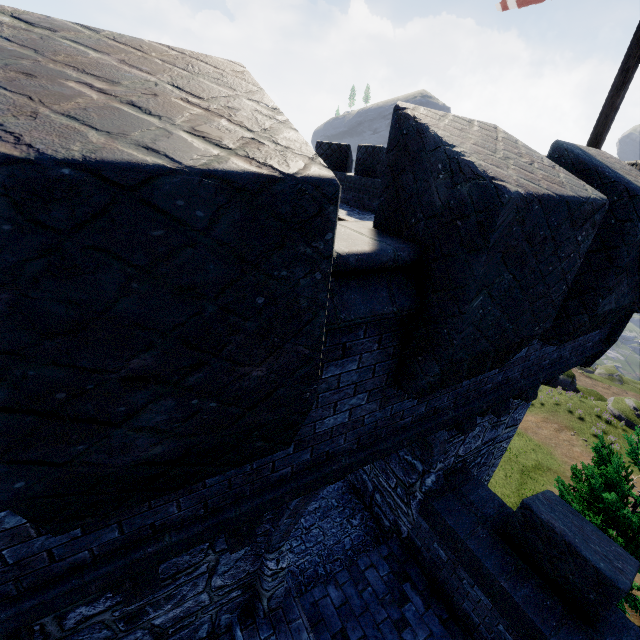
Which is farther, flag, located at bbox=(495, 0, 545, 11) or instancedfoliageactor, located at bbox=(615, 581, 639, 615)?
instancedfoliageactor, located at bbox=(615, 581, 639, 615)

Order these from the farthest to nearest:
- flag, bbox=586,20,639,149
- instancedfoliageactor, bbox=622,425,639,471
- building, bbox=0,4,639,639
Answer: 1. instancedfoliageactor, bbox=622,425,639,471
2. flag, bbox=586,20,639,149
3. building, bbox=0,4,639,639

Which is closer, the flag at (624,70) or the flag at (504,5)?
the flag at (624,70)

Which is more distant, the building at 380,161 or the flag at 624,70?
the flag at 624,70

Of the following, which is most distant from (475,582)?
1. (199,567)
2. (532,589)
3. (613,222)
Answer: (613,222)

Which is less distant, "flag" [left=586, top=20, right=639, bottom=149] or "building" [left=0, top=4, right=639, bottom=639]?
"building" [left=0, top=4, right=639, bottom=639]

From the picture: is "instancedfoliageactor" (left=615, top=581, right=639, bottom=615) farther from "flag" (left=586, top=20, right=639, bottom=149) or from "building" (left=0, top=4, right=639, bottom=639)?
"flag" (left=586, top=20, right=639, bottom=149)

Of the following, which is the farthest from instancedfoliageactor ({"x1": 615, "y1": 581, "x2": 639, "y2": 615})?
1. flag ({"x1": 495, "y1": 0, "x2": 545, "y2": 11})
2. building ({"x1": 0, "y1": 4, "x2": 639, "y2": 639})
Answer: flag ({"x1": 495, "y1": 0, "x2": 545, "y2": 11})
